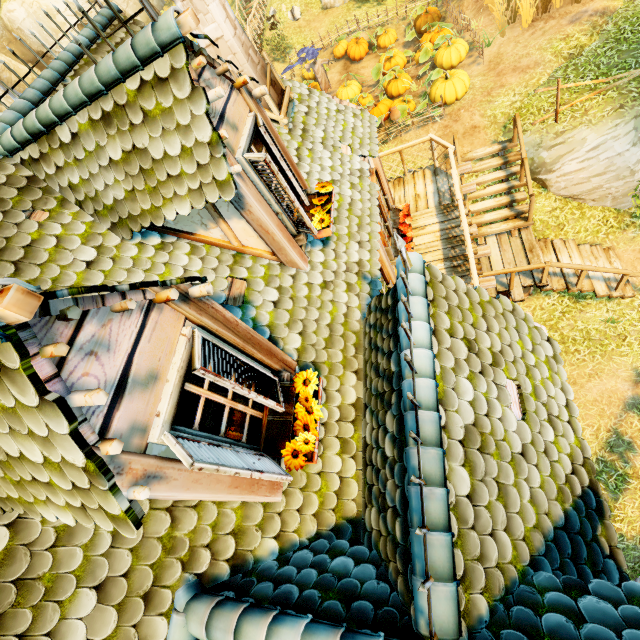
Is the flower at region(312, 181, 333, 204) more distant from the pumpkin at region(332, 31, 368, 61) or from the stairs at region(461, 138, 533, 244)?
the pumpkin at region(332, 31, 368, 61)

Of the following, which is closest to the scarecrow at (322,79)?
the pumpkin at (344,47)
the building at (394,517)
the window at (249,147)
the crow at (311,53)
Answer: the crow at (311,53)

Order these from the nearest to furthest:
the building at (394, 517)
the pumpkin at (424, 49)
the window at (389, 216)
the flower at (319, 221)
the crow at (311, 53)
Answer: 1. the building at (394, 517)
2. the flower at (319, 221)
3. the window at (389, 216)
4. the pumpkin at (424, 49)
5. the crow at (311, 53)

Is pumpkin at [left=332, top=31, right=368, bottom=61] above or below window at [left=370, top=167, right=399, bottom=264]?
below

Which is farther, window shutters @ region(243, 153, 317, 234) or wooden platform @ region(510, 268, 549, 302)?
wooden platform @ region(510, 268, 549, 302)

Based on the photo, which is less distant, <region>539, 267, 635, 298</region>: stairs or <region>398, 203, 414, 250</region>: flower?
<region>398, 203, 414, 250</region>: flower

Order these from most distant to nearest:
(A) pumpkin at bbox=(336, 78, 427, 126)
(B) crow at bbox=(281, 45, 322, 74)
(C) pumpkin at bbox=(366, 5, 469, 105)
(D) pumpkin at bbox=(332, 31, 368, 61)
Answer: (D) pumpkin at bbox=(332, 31, 368, 61) → (B) crow at bbox=(281, 45, 322, 74) → (A) pumpkin at bbox=(336, 78, 427, 126) → (C) pumpkin at bbox=(366, 5, 469, 105)

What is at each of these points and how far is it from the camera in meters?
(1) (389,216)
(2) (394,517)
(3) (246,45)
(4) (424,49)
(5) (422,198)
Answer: (1) window, 8.0 m
(2) building, 2.6 m
(3) chimney, 5.0 m
(4) pumpkin, 12.6 m
(5) wooden platform, 9.1 m
